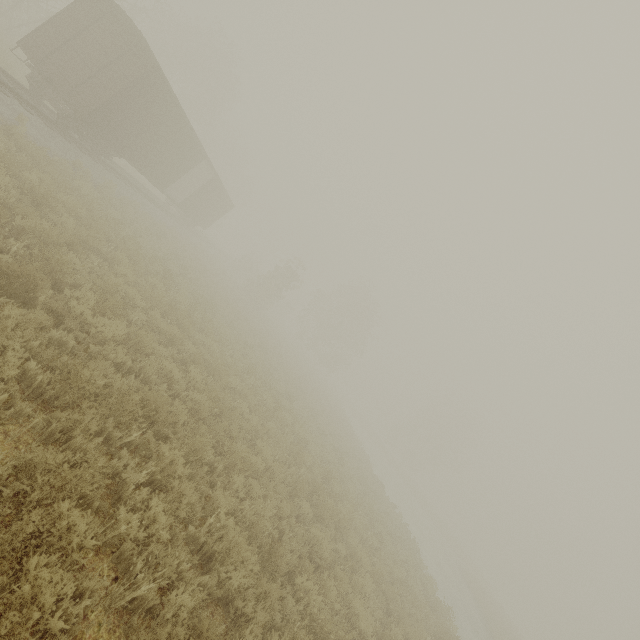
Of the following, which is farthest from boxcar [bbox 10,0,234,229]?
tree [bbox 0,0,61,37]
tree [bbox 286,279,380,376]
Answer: tree [bbox 286,279,380,376]

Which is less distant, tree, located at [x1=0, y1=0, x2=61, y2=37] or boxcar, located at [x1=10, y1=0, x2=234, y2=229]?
boxcar, located at [x1=10, y1=0, x2=234, y2=229]

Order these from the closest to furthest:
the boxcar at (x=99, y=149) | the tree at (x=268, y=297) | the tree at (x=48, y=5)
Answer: the boxcar at (x=99, y=149), the tree at (x=48, y=5), the tree at (x=268, y=297)

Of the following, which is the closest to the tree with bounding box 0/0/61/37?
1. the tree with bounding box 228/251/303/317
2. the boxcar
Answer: the tree with bounding box 228/251/303/317

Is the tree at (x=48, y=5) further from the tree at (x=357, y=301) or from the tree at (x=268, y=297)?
the tree at (x=357, y=301)

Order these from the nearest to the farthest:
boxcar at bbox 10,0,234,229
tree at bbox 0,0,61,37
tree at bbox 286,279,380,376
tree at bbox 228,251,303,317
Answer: boxcar at bbox 10,0,234,229, tree at bbox 0,0,61,37, tree at bbox 228,251,303,317, tree at bbox 286,279,380,376

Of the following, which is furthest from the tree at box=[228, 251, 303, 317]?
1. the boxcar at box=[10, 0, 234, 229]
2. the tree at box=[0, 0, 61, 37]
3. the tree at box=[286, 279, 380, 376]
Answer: the tree at box=[286, 279, 380, 376]

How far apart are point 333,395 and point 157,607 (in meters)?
38.70
